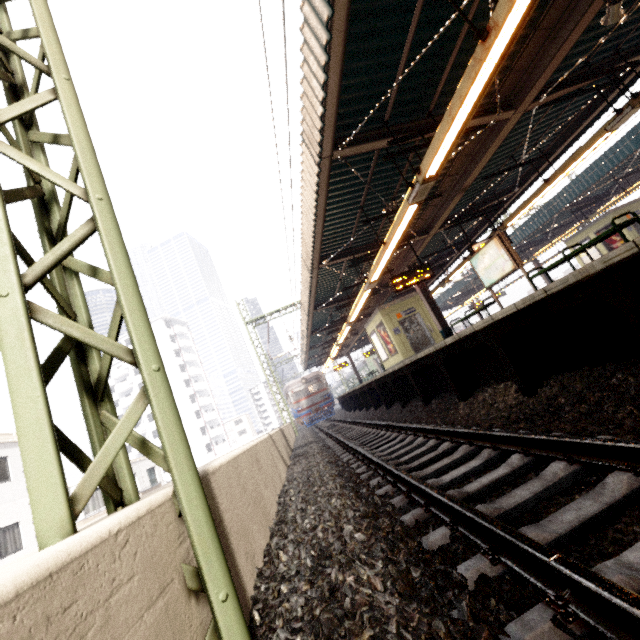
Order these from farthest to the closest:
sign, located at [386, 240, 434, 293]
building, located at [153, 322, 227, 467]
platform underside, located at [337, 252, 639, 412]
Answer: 1. building, located at [153, 322, 227, 467]
2. sign, located at [386, 240, 434, 293]
3. platform underside, located at [337, 252, 639, 412]

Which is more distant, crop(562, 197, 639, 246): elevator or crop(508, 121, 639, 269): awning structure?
crop(562, 197, 639, 246): elevator

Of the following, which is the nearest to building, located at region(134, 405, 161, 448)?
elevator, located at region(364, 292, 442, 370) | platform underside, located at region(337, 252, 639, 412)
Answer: platform underside, located at region(337, 252, 639, 412)

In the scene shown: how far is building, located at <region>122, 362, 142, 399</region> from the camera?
58.4 meters

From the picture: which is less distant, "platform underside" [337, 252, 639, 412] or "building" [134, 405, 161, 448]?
"platform underside" [337, 252, 639, 412]

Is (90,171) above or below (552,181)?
below

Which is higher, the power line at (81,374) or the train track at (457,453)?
the power line at (81,374)

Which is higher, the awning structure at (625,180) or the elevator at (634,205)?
the awning structure at (625,180)
